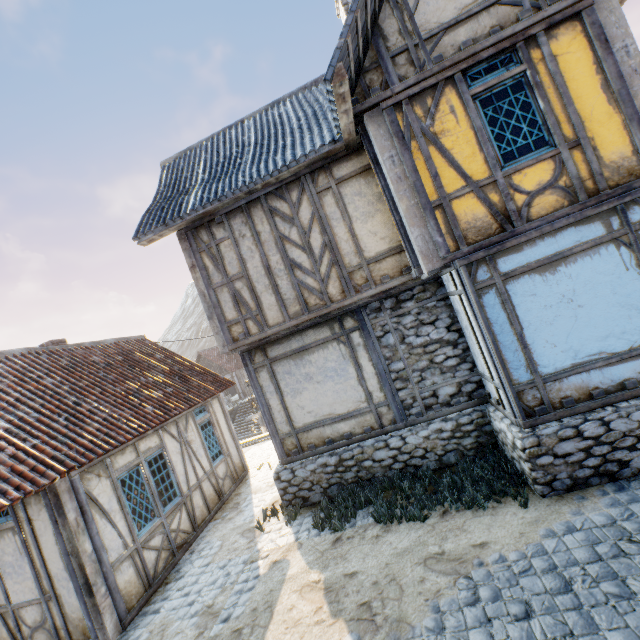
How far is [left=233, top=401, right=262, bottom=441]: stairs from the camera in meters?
25.8 m

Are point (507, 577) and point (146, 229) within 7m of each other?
no

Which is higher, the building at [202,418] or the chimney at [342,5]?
the chimney at [342,5]

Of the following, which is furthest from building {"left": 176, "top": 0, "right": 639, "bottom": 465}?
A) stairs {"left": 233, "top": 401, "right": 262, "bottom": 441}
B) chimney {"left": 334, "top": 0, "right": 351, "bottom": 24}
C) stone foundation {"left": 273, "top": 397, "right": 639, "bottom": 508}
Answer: stairs {"left": 233, "top": 401, "right": 262, "bottom": 441}

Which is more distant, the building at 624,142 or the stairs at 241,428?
the stairs at 241,428

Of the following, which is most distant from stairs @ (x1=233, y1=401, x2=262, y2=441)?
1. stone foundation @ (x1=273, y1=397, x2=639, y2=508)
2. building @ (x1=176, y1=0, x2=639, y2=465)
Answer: building @ (x1=176, y1=0, x2=639, y2=465)

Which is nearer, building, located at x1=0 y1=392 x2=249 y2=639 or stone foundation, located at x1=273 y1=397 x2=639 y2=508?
stone foundation, located at x1=273 y1=397 x2=639 y2=508

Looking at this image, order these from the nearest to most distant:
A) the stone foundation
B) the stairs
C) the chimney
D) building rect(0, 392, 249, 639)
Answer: the stone foundation → building rect(0, 392, 249, 639) → the chimney → the stairs
